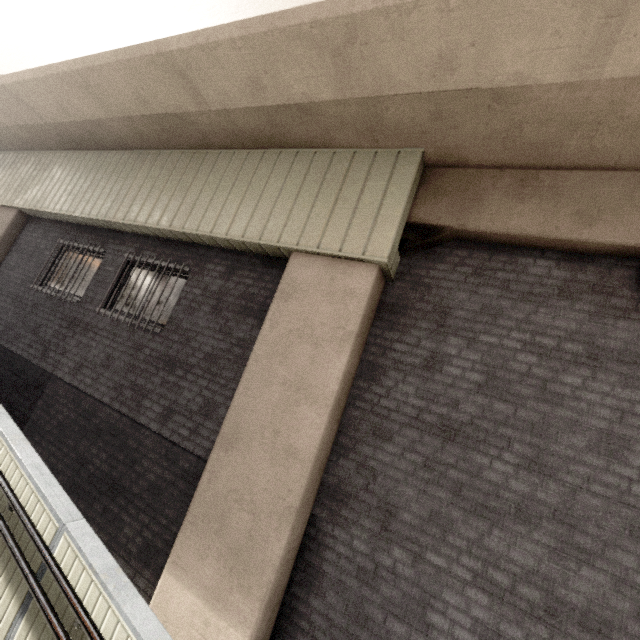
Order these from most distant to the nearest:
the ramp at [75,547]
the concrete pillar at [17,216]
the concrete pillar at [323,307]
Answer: the concrete pillar at [17,216] → the concrete pillar at [323,307] → the ramp at [75,547]

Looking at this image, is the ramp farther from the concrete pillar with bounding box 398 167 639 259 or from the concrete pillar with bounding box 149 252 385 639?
the concrete pillar with bounding box 398 167 639 259

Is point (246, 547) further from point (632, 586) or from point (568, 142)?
point (568, 142)

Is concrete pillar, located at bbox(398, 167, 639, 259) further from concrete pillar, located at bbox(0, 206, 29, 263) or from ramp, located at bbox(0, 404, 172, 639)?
concrete pillar, located at bbox(0, 206, 29, 263)

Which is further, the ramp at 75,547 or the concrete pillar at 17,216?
the concrete pillar at 17,216

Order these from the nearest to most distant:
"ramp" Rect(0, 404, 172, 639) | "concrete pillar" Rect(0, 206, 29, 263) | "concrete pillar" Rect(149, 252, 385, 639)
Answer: "ramp" Rect(0, 404, 172, 639) → "concrete pillar" Rect(149, 252, 385, 639) → "concrete pillar" Rect(0, 206, 29, 263)

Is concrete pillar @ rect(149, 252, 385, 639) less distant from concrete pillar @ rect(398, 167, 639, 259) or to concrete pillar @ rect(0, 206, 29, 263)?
concrete pillar @ rect(398, 167, 639, 259)
